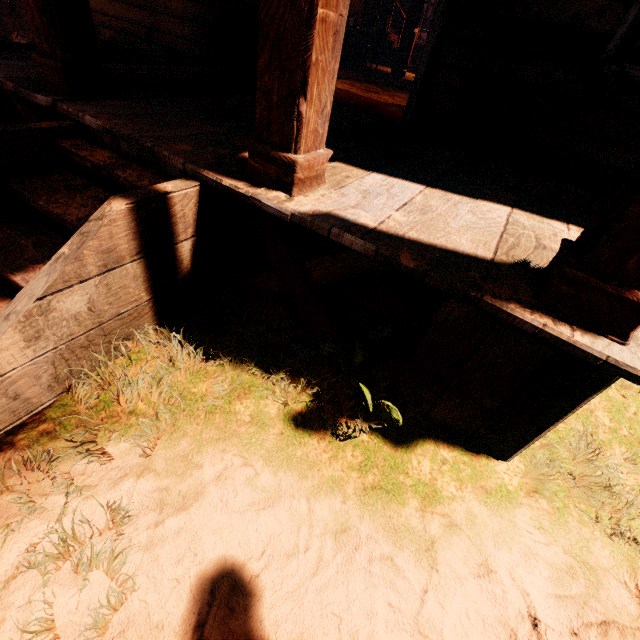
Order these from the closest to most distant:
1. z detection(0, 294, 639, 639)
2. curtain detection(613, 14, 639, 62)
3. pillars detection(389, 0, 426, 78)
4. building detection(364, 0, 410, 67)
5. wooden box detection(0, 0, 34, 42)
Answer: z detection(0, 294, 639, 639), curtain detection(613, 14, 639, 62), wooden box detection(0, 0, 34, 42), pillars detection(389, 0, 426, 78), building detection(364, 0, 410, 67)

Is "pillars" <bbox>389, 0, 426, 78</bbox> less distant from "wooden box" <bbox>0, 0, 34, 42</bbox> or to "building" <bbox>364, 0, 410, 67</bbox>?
"building" <bbox>364, 0, 410, 67</bbox>

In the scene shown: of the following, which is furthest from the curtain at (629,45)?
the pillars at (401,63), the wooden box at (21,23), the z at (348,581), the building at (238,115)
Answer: the pillars at (401,63)

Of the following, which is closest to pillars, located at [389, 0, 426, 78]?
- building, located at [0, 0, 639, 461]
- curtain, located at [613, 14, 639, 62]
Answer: building, located at [0, 0, 639, 461]

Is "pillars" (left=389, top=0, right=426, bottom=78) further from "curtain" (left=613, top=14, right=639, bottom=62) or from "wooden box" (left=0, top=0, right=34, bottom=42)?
"wooden box" (left=0, top=0, right=34, bottom=42)

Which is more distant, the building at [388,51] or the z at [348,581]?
the building at [388,51]

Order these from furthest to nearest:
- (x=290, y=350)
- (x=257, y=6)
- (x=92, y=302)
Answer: (x=257, y=6)
(x=290, y=350)
(x=92, y=302)
